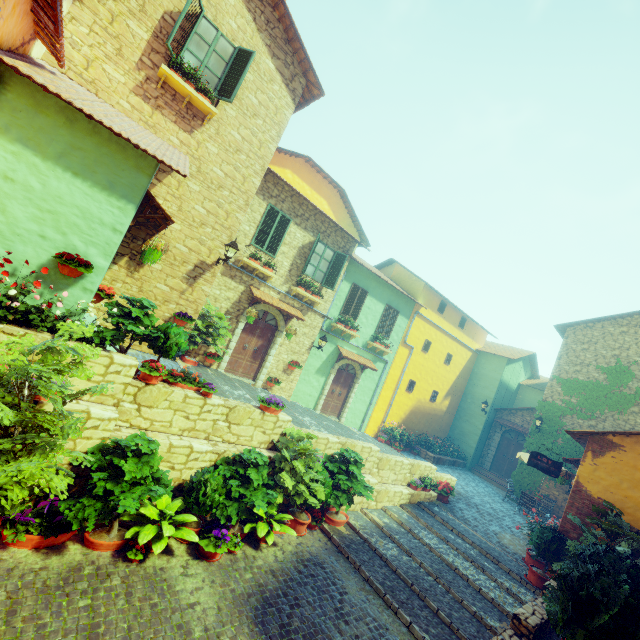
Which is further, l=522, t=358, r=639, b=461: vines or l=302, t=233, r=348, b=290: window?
l=522, t=358, r=639, b=461: vines

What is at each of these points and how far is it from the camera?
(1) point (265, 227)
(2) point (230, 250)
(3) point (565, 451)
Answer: (1) window, 11.7m
(2) street light, 9.3m
(3) vines, 16.0m

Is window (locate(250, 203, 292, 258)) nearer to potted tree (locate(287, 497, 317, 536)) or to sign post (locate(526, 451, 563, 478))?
potted tree (locate(287, 497, 317, 536))

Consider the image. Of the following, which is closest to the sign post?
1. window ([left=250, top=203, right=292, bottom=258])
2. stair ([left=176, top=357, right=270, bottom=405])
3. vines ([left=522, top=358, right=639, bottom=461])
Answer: stair ([left=176, top=357, right=270, bottom=405])

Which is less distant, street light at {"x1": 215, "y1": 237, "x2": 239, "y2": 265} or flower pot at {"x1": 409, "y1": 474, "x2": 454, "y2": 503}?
street light at {"x1": 215, "y1": 237, "x2": 239, "y2": 265}

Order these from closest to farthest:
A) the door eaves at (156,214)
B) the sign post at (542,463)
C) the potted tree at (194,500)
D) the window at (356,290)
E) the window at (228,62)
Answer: the potted tree at (194,500), the door eaves at (156,214), the window at (228,62), the sign post at (542,463), the window at (356,290)

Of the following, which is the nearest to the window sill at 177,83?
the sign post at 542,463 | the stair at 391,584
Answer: the stair at 391,584

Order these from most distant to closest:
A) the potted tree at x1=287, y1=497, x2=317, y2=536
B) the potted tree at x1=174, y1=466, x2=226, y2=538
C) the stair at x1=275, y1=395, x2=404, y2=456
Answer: the stair at x1=275, y1=395, x2=404, y2=456 → the potted tree at x1=287, y1=497, x2=317, y2=536 → the potted tree at x1=174, y1=466, x2=226, y2=538
